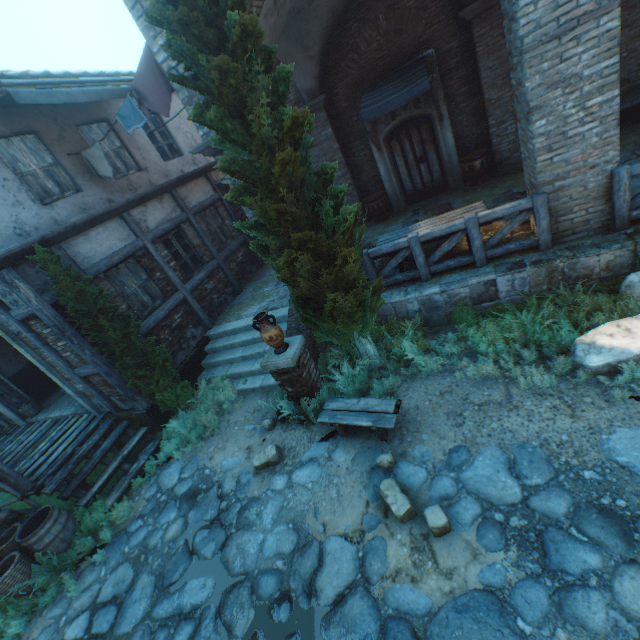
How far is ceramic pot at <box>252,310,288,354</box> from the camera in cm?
547

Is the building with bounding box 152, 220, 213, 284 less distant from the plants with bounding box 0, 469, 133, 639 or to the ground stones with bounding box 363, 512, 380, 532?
the ground stones with bounding box 363, 512, 380, 532

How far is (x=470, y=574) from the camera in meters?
3.3

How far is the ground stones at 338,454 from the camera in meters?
5.2

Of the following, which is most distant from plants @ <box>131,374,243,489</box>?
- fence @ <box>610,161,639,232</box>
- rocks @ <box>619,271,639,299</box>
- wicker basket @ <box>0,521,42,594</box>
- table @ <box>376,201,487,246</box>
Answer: fence @ <box>610,161,639,232</box>

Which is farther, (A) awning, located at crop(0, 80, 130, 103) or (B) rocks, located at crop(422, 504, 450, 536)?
(A) awning, located at crop(0, 80, 130, 103)

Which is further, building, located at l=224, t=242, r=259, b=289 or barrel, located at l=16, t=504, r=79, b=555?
building, located at l=224, t=242, r=259, b=289

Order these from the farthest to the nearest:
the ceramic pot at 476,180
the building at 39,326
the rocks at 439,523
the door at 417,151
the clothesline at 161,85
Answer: the door at 417,151 → the ceramic pot at 476,180 → the building at 39,326 → the clothesline at 161,85 → the rocks at 439,523
